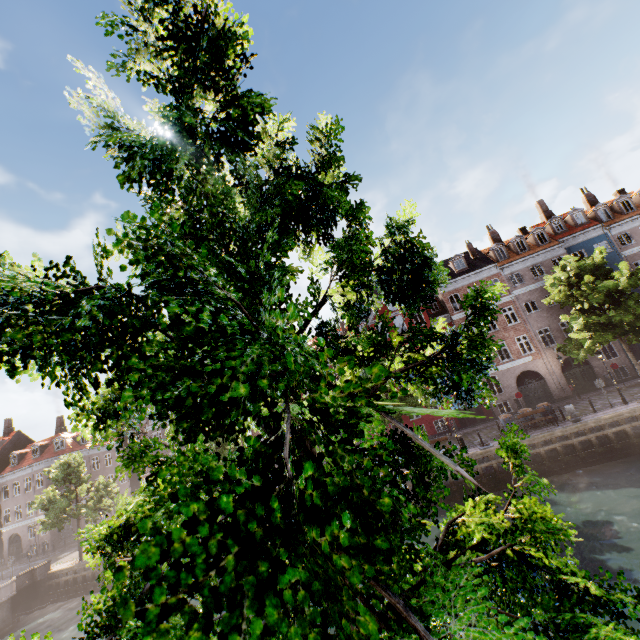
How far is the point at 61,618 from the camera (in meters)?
24.11

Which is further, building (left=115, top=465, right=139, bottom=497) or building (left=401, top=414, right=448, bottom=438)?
building (left=115, top=465, right=139, bottom=497)

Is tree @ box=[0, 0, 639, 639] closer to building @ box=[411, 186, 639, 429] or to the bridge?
the bridge

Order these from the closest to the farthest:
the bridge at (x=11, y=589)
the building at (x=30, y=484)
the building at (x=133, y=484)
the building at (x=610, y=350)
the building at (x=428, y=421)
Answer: the bridge at (x=11, y=589)
the building at (x=610, y=350)
the building at (x=428, y=421)
the building at (x=30, y=484)
the building at (x=133, y=484)

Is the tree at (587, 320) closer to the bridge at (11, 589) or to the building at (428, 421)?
the bridge at (11, 589)

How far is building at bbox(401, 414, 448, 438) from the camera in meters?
31.5 m

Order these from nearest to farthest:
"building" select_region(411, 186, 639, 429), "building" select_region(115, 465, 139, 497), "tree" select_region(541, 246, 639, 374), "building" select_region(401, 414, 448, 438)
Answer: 1. "tree" select_region(541, 246, 639, 374)
2. "building" select_region(411, 186, 639, 429)
3. "building" select_region(401, 414, 448, 438)
4. "building" select_region(115, 465, 139, 497)
